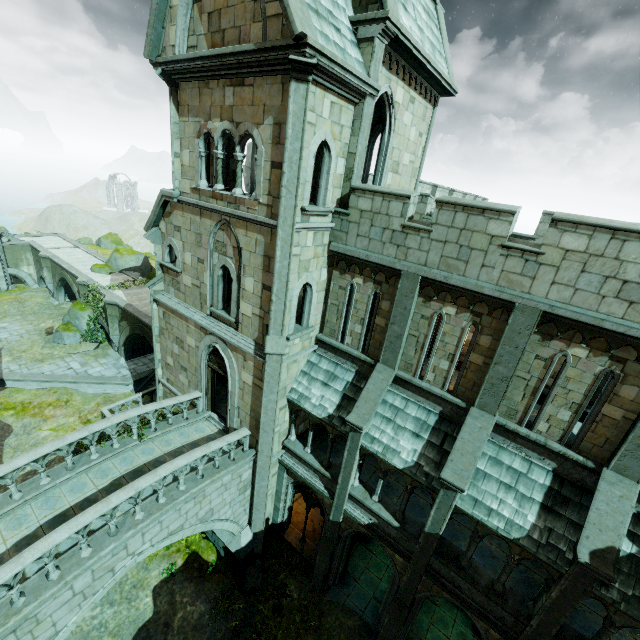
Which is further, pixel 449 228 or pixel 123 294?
pixel 123 294

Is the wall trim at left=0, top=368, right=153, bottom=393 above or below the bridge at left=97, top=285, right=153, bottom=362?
below

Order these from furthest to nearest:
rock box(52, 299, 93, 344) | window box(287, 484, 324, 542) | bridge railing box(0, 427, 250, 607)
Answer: rock box(52, 299, 93, 344)
window box(287, 484, 324, 542)
bridge railing box(0, 427, 250, 607)

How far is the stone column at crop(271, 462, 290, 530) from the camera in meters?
14.2

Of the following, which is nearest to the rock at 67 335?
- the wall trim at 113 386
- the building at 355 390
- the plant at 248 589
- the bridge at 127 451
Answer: the building at 355 390

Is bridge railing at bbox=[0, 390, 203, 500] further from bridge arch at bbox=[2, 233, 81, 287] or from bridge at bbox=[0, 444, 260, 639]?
bridge arch at bbox=[2, 233, 81, 287]

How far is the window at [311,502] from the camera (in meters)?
13.91

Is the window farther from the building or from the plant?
the plant
